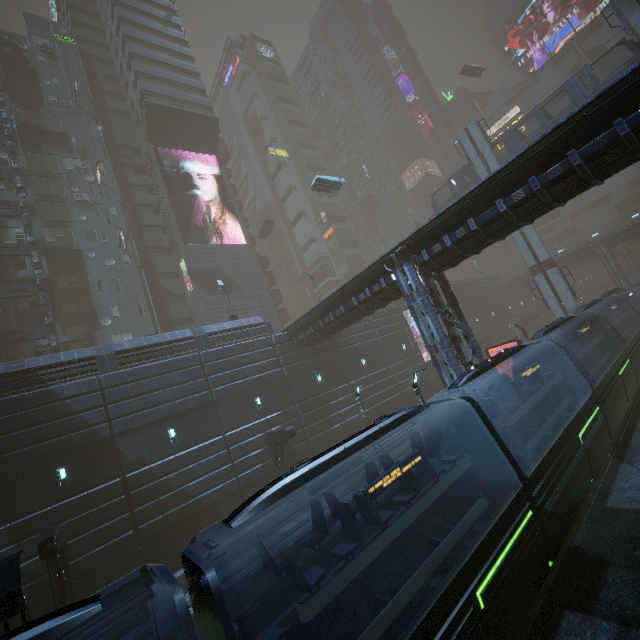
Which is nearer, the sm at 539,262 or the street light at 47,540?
the street light at 47,540

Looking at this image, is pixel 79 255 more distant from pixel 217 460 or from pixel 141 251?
pixel 217 460

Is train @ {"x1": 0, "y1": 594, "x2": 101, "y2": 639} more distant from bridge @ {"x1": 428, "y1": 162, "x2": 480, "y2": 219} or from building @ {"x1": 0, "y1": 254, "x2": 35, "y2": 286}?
bridge @ {"x1": 428, "y1": 162, "x2": 480, "y2": 219}

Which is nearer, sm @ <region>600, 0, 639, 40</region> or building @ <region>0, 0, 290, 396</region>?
sm @ <region>600, 0, 639, 40</region>

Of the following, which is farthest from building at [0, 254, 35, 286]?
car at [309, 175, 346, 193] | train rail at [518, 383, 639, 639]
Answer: car at [309, 175, 346, 193]

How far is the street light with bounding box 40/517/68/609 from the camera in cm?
1209

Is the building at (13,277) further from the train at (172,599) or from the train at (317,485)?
the train at (317,485)

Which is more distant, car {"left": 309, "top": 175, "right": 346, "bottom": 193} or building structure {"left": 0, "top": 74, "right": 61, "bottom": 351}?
car {"left": 309, "top": 175, "right": 346, "bottom": 193}
